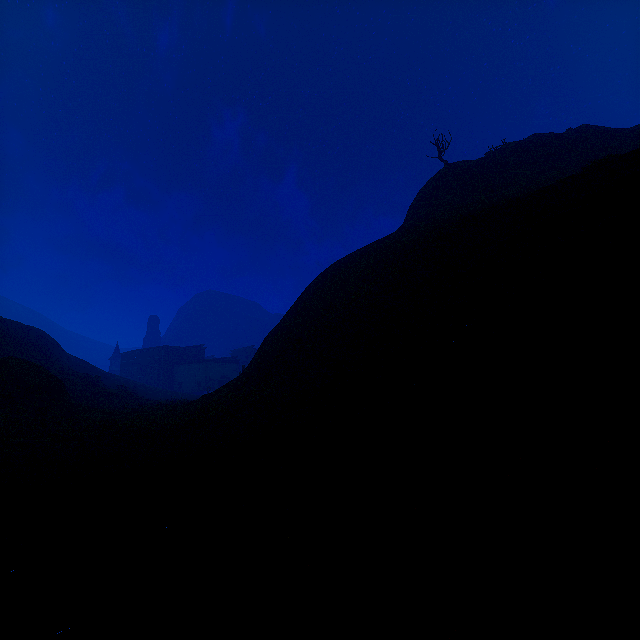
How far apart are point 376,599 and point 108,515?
3.3m

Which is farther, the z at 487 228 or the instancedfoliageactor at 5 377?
the instancedfoliageactor at 5 377

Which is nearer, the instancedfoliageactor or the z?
the z
